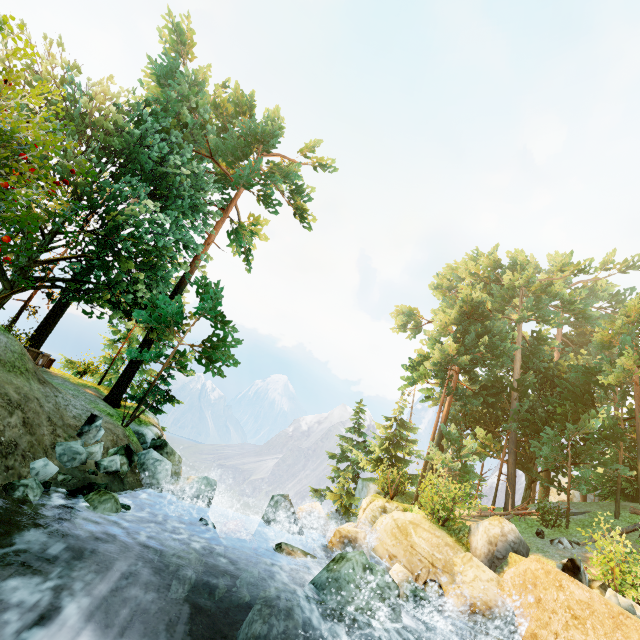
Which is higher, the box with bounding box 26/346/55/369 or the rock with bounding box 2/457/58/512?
the box with bounding box 26/346/55/369

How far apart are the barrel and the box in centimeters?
1987cm

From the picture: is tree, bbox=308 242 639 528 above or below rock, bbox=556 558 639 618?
above

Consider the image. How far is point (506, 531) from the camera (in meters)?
11.99

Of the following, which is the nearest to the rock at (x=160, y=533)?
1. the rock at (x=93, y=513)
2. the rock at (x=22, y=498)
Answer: the rock at (x=93, y=513)

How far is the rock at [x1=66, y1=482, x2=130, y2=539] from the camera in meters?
7.4 m

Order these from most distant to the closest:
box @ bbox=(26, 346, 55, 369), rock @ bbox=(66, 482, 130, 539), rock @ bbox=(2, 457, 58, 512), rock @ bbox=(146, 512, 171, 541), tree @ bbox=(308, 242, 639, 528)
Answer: tree @ bbox=(308, 242, 639, 528)
box @ bbox=(26, 346, 55, 369)
rock @ bbox=(146, 512, 171, 541)
rock @ bbox=(66, 482, 130, 539)
rock @ bbox=(2, 457, 58, 512)

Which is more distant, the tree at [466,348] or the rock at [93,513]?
the tree at [466,348]
